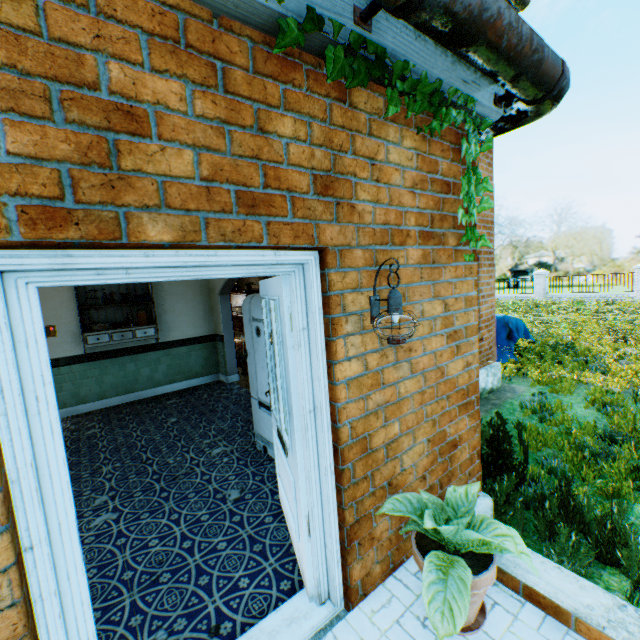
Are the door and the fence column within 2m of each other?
no

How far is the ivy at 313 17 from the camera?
1.4m

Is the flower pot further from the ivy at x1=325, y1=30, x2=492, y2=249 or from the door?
the ivy at x1=325, y1=30, x2=492, y2=249

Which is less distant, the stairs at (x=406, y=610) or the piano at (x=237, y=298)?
the stairs at (x=406, y=610)

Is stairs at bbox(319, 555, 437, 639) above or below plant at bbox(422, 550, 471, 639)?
below

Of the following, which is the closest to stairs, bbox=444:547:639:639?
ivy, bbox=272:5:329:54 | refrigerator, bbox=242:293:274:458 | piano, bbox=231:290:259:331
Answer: refrigerator, bbox=242:293:274:458

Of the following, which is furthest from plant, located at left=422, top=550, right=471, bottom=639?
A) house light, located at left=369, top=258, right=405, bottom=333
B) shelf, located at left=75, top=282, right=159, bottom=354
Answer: shelf, located at left=75, top=282, right=159, bottom=354

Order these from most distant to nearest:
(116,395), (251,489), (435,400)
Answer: (116,395) → (251,489) → (435,400)
